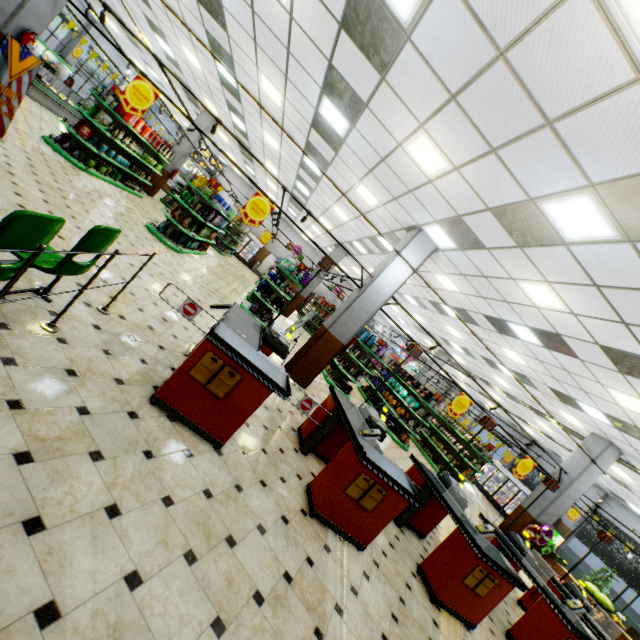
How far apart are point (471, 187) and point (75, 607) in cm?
633

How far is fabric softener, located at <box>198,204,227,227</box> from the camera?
10.3 meters

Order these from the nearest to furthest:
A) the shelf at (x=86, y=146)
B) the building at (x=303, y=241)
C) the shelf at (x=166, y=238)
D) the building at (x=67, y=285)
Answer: the building at (x=67, y=285), the shelf at (x=86, y=146), the shelf at (x=166, y=238), the building at (x=303, y=241)

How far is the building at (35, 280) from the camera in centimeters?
321cm

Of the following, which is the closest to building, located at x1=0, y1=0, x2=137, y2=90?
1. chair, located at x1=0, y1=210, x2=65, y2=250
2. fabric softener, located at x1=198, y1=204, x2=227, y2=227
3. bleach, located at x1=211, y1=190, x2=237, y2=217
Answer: chair, located at x1=0, y1=210, x2=65, y2=250

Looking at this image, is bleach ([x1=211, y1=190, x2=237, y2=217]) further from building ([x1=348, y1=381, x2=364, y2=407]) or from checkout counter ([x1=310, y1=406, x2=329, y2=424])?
checkout counter ([x1=310, y1=406, x2=329, y2=424])

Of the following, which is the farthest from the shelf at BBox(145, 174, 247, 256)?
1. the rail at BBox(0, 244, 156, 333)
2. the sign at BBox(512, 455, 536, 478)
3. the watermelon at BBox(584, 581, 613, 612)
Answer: the watermelon at BBox(584, 581, 613, 612)

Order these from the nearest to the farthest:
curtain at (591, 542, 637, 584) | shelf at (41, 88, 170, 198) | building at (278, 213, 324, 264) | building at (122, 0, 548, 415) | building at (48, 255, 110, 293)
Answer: building at (48, 255, 110, 293), building at (122, 0, 548, 415), shelf at (41, 88, 170, 198), curtain at (591, 542, 637, 584), building at (278, 213, 324, 264)
